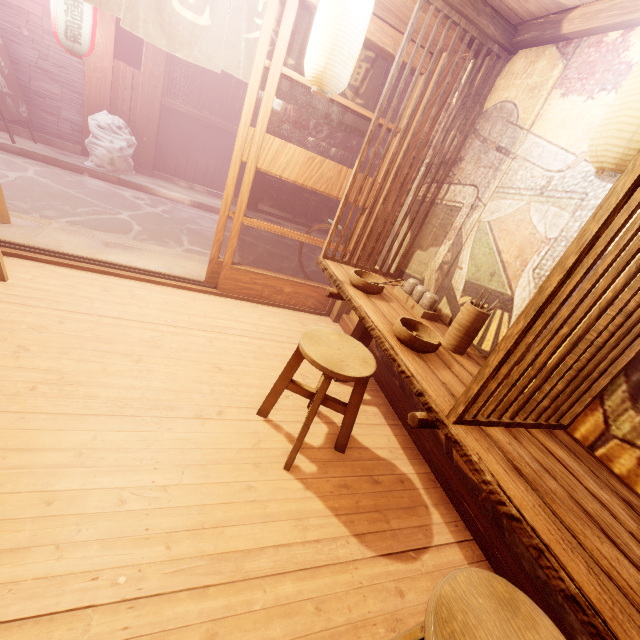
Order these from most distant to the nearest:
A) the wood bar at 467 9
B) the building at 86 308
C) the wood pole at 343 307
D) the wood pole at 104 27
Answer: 1. the wood pole at 104 27
2. the wood pole at 343 307
3. the wood bar at 467 9
4. the building at 86 308

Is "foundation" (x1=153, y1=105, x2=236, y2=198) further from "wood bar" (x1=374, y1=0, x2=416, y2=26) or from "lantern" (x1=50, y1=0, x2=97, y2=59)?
"wood bar" (x1=374, y1=0, x2=416, y2=26)

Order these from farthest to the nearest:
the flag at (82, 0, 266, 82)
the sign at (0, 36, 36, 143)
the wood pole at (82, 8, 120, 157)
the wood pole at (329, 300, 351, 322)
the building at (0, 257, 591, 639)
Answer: the wood pole at (82, 8, 120, 157)
the sign at (0, 36, 36, 143)
the wood pole at (329, 300, 351, 322)
the flag at (82, 0, 266, 82)
the building at (0, 257, 591, 639)

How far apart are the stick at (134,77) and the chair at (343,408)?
13.0 meters

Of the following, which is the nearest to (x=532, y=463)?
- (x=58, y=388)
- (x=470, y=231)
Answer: (x=470, y=231)

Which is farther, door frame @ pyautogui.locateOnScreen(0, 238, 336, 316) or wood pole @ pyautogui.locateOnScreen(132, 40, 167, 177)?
wood pole @ pyautogui.locateOnScreen(132, 40, 167, 177)

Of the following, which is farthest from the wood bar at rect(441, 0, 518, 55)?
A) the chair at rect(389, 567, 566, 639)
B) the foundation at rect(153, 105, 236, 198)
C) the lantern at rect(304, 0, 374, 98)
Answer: the chair at rect(389, 567, 566, 639)

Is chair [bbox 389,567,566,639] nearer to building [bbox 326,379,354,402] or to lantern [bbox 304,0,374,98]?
building [bbox 326,379,354,402]
